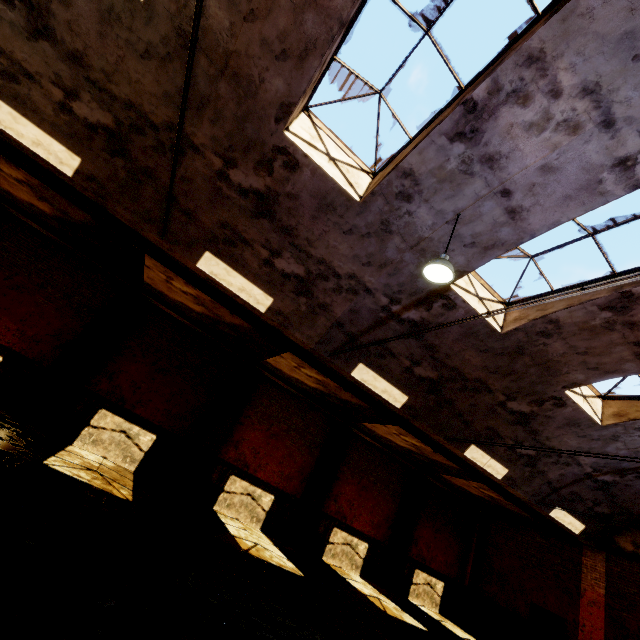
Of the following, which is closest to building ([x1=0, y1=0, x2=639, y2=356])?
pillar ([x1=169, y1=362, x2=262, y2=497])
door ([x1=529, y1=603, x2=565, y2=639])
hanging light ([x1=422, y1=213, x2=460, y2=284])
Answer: hanging light ([x1=422, y1=213, x2=460, y2=284])

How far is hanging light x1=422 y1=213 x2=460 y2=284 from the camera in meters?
5.5

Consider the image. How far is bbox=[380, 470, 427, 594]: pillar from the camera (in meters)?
13.77

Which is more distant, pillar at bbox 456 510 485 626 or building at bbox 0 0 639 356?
pillar at bbox 456 510 485 626

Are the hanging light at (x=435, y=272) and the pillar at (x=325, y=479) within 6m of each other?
no

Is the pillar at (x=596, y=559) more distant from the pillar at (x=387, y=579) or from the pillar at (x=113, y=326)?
the pillar at (x=113, y=326)

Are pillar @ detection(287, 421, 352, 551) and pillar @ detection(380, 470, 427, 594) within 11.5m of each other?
yes

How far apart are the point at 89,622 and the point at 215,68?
7.9 meters
